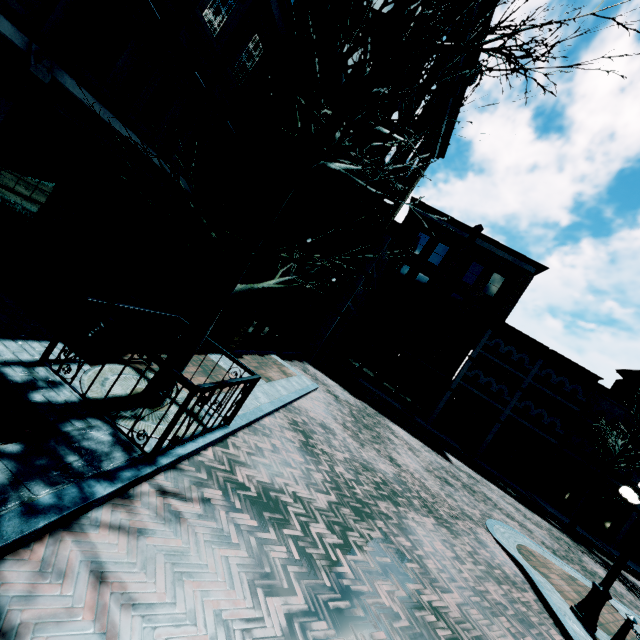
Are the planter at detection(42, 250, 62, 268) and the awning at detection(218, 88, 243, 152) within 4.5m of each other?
no

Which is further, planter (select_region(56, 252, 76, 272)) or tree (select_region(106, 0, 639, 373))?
planter (select_region(56, 252, 76, 272))

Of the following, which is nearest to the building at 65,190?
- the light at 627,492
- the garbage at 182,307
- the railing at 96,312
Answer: the garbage at 182,307

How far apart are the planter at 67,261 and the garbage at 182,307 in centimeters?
236cm

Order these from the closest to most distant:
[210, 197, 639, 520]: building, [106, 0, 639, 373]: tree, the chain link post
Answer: [106, 0, 639, 373]: tree, the chain link post, [210, 197, 639, 520]: building

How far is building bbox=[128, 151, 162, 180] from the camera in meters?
8.2 m

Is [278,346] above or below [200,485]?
above

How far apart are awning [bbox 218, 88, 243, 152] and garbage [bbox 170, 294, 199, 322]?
4.7 meters
